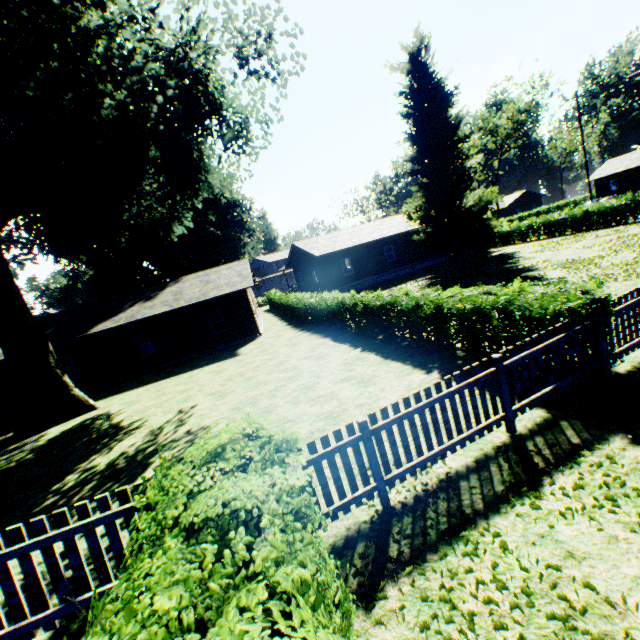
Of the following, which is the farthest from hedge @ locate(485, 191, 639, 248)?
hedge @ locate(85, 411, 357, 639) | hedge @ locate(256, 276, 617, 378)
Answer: hedge @ locate(85, 411, 357, 639)

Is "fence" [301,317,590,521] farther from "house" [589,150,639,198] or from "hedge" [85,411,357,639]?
"house" [589,150,639,198]

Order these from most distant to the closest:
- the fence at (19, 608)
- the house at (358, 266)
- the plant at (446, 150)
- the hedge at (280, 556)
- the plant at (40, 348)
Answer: the house at (358, 266), the plant at (446, 150), the plant at (40, 348), the fence at (19, 608), the hedge at (280, 556)

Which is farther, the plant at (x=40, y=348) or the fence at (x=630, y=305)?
the plant at (x=40, y=348)

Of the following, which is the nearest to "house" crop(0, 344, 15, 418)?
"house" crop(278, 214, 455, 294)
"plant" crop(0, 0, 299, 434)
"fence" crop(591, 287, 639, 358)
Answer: "plant" crop(0, 0, 299, 434)

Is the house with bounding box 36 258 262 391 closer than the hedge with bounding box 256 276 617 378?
No

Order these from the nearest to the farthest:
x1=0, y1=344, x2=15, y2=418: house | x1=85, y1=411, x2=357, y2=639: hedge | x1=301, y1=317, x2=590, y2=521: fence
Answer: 1. x1=85, y1=411, x2=357, y2=639: hedge
2. x1=301, y1=317, x2=590, y2=521: fence
3. x1=0, y1=344, x2=15, y2=418: house

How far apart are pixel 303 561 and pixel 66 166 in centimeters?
1887cm
